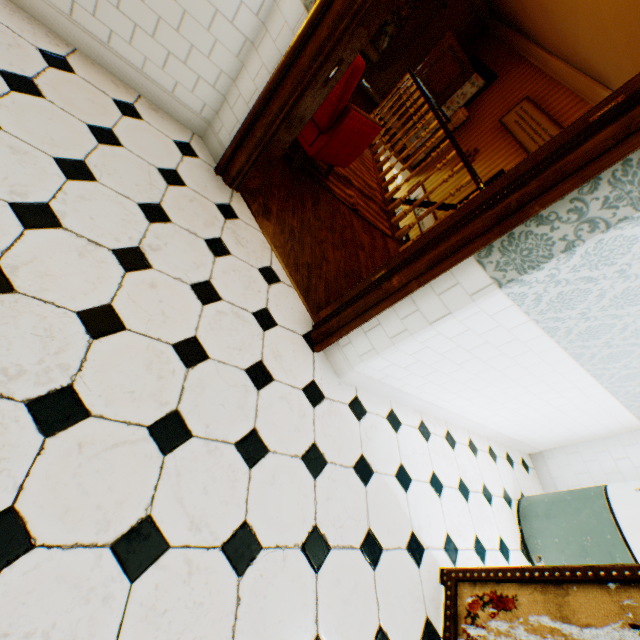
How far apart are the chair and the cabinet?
6.06m

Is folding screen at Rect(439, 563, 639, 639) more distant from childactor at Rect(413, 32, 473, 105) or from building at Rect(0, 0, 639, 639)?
childactor at Rect(413, 32, 473, 105)

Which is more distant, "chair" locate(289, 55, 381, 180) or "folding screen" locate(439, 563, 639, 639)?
"chair" locate(289, 55, 381, 180)

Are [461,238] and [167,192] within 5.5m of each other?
yes

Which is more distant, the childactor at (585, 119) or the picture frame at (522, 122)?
the picture frame at (522, 122)

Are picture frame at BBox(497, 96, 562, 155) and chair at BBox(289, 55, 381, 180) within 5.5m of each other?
yes

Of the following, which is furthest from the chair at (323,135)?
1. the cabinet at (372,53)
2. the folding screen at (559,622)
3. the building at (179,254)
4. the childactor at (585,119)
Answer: the cabinet at (372,53)

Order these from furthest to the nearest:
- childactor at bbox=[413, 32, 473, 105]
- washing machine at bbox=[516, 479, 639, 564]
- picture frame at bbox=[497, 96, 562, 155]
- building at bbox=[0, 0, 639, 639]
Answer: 1. childactor at bbox=[413, 32, 473, 105]
2. picture frame at bbox=[497, 96, 562, 155]
3. washing machine at bbox=[516, 479, 639, 564]
4. building at bbox=[0, 0, 639, 639]
